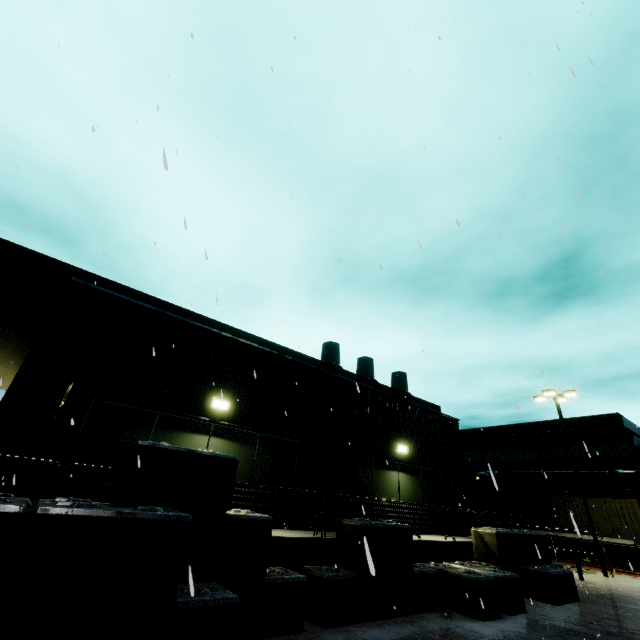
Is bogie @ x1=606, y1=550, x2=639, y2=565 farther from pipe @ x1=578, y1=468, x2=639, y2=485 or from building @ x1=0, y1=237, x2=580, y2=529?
building @ x1=0, y1=237, x2=580, y2=529

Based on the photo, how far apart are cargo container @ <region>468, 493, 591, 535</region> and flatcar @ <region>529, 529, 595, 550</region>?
0.0m

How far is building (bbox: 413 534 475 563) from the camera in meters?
9.9 m

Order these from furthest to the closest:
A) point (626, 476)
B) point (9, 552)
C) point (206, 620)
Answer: point (626, 476) → point (206, 620) → point (9, 552)

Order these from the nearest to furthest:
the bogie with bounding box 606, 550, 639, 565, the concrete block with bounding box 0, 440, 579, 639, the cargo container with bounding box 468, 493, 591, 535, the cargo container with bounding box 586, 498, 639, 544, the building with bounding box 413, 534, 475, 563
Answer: the concrete block with bounding box 0, 440, 579, 639 → the building with bounding box 413, 534, 475, 563 → the bogie with bounding box 606, 550, 639, 565 → the cargo container with bounding box 586, 498, 639, 544 → the cargo container with bounding box 468, 493, 591, 535

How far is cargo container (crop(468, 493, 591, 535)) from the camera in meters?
23.6

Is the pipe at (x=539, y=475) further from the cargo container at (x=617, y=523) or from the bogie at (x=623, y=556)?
the bogie at (x=623, y=556)

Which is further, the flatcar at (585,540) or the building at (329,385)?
the flatcar at (585,540)
